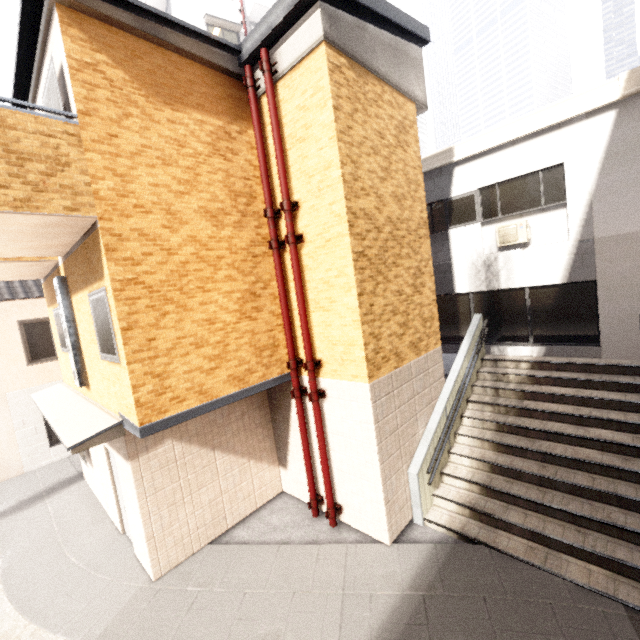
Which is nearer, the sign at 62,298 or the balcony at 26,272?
the balcony at 26,272

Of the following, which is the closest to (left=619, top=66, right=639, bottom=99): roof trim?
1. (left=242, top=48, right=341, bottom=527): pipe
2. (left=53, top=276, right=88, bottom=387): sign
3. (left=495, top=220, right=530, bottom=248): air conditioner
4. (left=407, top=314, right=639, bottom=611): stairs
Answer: (left=495, top=220, right=530, bottom=248): air conditioner

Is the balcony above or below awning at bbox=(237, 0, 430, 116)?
below

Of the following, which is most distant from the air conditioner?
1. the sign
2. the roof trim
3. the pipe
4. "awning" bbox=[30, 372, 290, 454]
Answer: the sign

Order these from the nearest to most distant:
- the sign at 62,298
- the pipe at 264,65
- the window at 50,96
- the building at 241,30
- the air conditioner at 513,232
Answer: the window at 50,96 → the pipe at 264,65 → the sign at 62,298 → the air conditioner at 513,232 → the building at 241,30

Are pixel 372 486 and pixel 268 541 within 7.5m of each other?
yes

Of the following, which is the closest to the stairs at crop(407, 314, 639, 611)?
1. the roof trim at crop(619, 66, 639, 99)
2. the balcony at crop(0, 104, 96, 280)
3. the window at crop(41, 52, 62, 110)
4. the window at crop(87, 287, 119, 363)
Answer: the roof trim at crop(619, 66, 639, 99)

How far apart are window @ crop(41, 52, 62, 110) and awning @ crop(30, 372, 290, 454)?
4.1m
